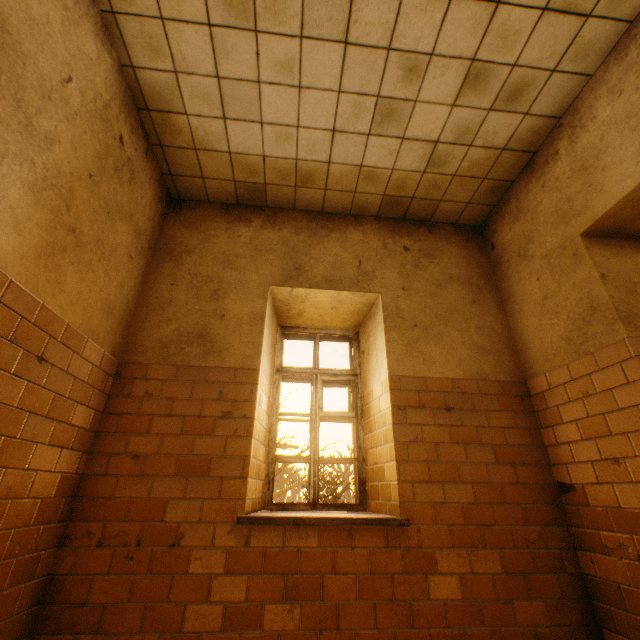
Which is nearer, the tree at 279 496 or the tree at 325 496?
the tree at 279 496

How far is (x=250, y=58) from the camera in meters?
2.5

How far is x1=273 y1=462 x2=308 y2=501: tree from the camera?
7.97m

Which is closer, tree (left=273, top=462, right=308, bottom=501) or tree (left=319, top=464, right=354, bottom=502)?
tree (left=273, top=462, right=308, bottom=501)

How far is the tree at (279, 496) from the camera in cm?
797
